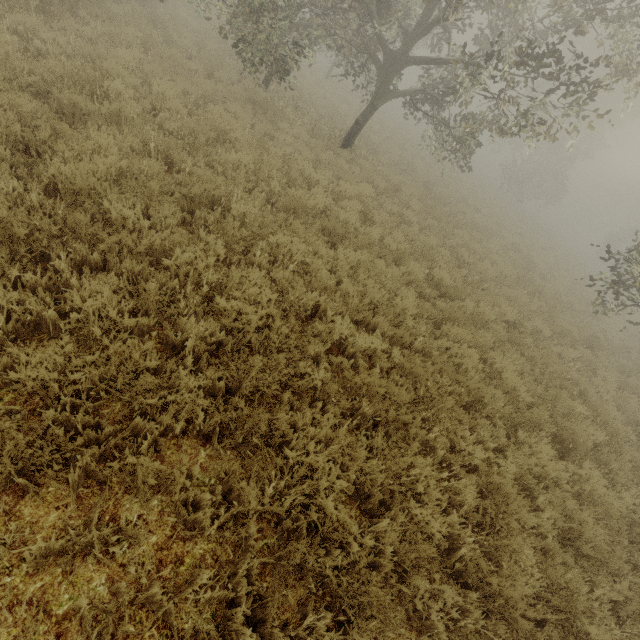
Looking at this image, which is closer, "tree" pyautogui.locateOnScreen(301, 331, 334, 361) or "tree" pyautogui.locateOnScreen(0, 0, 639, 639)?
"tree" pyautogui.locateOnScreen(0, 0, 639, 639)

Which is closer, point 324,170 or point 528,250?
point 324,170

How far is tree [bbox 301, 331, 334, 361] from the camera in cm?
423

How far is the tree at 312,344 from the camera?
4.2 meters

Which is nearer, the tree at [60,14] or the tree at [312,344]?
the tree at [60,14]
